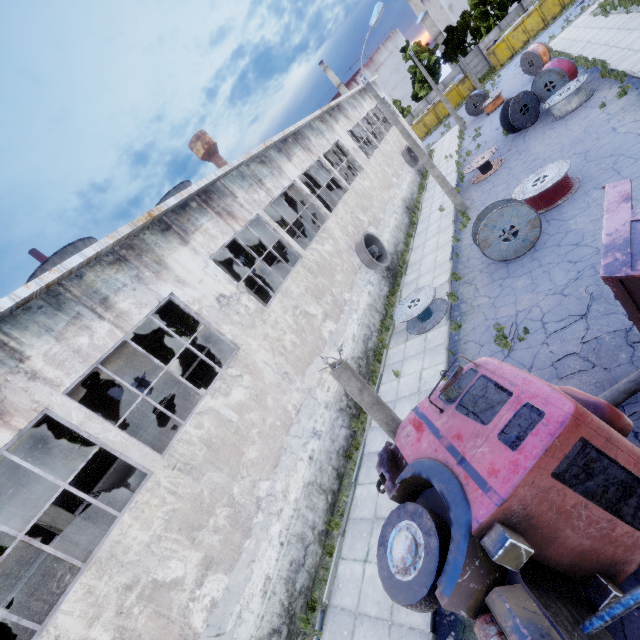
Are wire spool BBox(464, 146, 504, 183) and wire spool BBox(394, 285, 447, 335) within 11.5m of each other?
yes

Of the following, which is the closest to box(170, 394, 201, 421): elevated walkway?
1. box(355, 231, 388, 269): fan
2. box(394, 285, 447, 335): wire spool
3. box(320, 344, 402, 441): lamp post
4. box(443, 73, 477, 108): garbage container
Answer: box(355, 231, 388, 269): fan

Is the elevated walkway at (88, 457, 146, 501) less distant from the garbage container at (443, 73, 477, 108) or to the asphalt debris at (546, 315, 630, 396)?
the asphalt debris at (546, 315, 630, 396)

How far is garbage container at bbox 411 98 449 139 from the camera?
45.59m

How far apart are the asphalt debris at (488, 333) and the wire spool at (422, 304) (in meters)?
2.02

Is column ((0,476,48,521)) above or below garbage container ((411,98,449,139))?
above

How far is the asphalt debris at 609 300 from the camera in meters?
7.9

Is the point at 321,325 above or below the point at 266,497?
above
